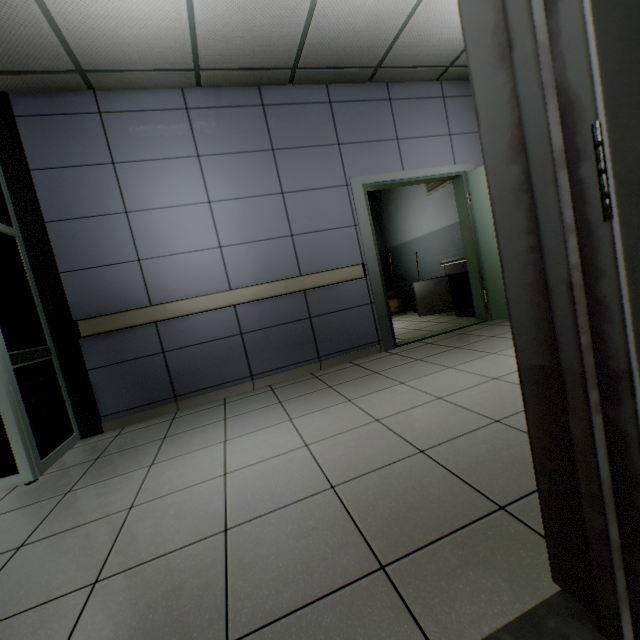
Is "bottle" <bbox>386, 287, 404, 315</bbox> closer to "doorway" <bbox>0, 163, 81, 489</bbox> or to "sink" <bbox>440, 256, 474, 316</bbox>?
"sink" <bbox>440, 256, 474, 316</bbox>

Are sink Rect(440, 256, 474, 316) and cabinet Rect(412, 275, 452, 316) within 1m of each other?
yes

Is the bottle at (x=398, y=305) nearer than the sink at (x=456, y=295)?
No

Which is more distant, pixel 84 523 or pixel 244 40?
pixel 244 40

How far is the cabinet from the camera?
5.5m

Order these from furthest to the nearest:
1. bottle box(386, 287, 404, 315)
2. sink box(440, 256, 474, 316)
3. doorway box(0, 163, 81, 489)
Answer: →
1. bottle box(386, 287, 404, 315)
2. sink box(440, 256, 474, 316)
3. doorway box(0, 163, 81, 489)

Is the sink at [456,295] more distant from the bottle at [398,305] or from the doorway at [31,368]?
the doorway at [31,368]

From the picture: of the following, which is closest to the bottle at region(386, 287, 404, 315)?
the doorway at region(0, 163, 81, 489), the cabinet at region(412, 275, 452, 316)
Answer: the cabinet at region(412, 275, 452, 316)
